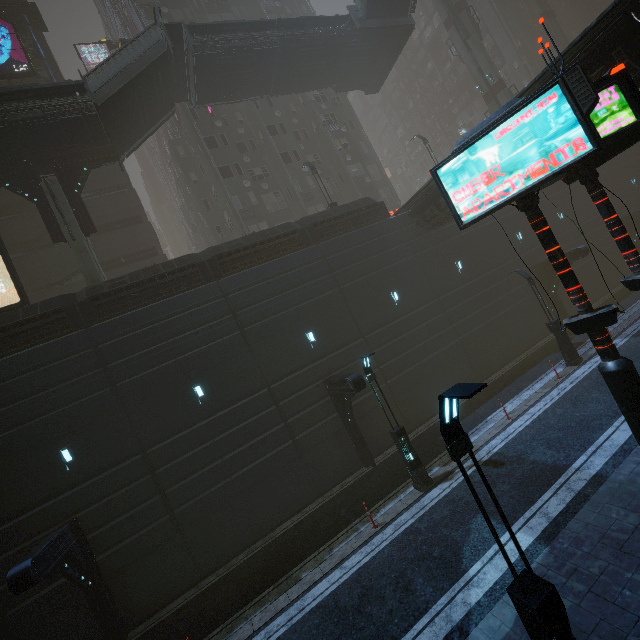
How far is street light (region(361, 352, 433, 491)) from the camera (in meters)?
12.31

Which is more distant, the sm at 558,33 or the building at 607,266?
the sm at 558,33

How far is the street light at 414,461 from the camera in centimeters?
1231cm

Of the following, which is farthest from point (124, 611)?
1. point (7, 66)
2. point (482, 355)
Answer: point (7, 66)

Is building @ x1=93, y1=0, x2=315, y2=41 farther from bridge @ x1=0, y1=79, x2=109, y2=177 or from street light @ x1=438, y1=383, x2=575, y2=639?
bridge @ x1=0, y1=79, x2=109, y2=177

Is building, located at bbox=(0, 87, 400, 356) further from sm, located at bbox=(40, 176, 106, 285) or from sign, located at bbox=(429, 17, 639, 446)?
sign, located at bbox=(429, 17, 639, 446)

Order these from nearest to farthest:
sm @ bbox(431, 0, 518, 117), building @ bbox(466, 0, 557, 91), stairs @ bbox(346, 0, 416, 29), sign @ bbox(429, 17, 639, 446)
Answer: sign @ bbox(429, 17, 639, 446) → stairs @ bbox(346, 0, 416, 29) → sm @ bbox(431, 0, 518, 117) → building @ bbox(466, 0, 557, 91)

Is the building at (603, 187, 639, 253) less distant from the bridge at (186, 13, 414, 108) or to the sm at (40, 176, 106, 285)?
the sm at (40, 176, 106, 285)
